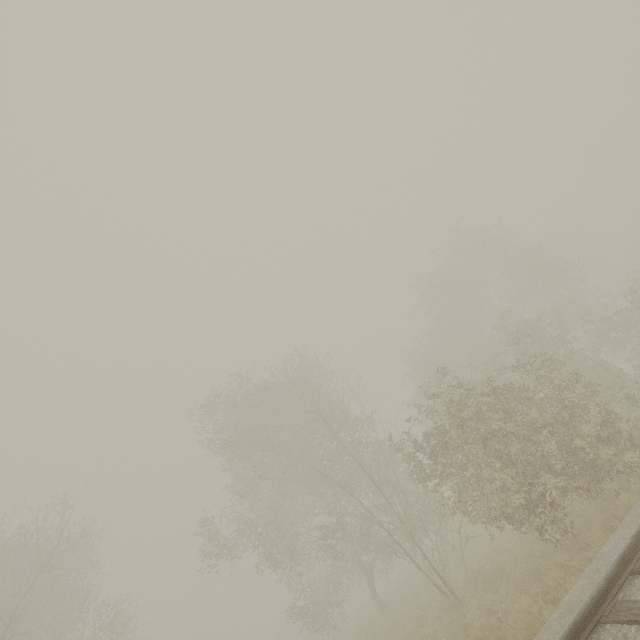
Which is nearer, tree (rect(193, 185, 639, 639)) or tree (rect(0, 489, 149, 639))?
tree (rect(193, 185, 639, 639))

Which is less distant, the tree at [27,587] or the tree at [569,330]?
the tree at [569,330]

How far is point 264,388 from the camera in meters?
23.6
